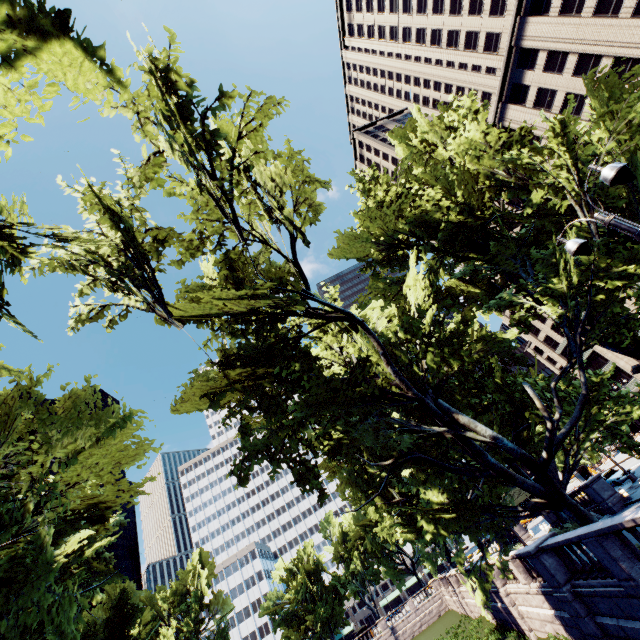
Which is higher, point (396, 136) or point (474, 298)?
point (396, 136)

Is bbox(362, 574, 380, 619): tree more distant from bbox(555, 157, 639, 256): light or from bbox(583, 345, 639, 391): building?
bbox(583, 345, 639, 391): building

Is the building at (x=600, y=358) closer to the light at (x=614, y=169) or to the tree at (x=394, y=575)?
the tree at (x=394, y=575)

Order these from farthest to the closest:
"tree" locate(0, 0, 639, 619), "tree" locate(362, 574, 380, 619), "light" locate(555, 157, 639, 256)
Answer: "tree" locate(362, 574, 380, 619), "tree" locate(0, 0, 639, 619), "light" locate(555, 157, 639, 256)

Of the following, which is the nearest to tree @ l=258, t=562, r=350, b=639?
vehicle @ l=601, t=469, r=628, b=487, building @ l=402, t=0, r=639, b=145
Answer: vehicle @ l=601, t=469, r=628, b=487

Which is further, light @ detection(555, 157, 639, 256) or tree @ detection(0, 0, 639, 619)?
tree @ detection(0, 0, 639, 619)

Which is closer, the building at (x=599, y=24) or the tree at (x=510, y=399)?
the tree at (x=510, y=399)

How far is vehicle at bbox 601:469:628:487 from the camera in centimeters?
3003cm
